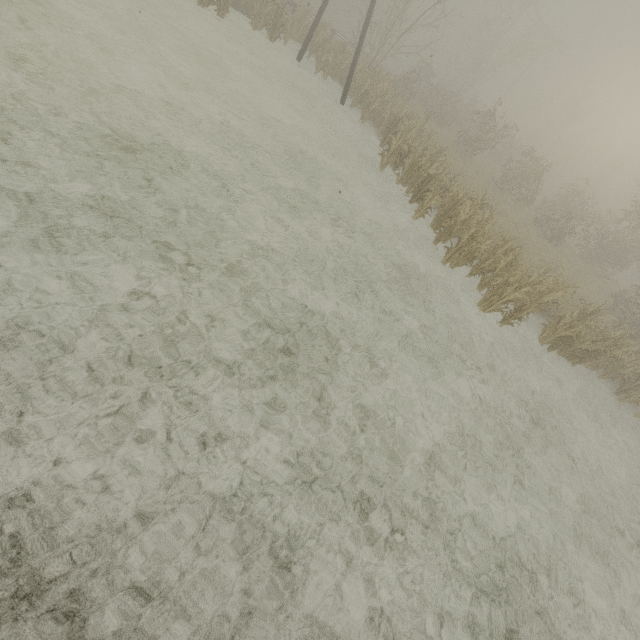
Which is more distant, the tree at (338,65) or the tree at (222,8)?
the tree at (338,65)

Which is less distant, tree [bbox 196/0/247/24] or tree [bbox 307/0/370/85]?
tree [bbox 196/0/247/24]

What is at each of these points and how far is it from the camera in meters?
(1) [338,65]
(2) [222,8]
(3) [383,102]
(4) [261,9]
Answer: (1) tree, 18.9 m
(2) tree, 14.6 m
(3) tree, 17.8 m
(4) tree, 16.5 m

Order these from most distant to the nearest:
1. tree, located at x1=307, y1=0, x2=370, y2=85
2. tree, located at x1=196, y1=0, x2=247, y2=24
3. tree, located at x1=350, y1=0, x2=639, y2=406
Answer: tree, located at x1=307, y1=0, x2=370, y2=85
tree, located at x1=196, y1=0, x2=247, y2=24
tree, located at x1=350, y1=0, x2=639, y2=406

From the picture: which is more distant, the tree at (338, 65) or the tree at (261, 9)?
the tree at (338, 65)

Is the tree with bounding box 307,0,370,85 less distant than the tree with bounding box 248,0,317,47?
No

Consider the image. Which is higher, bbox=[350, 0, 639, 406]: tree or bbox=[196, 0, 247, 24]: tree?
bbox=[350, 0, 639, 406]: tree
